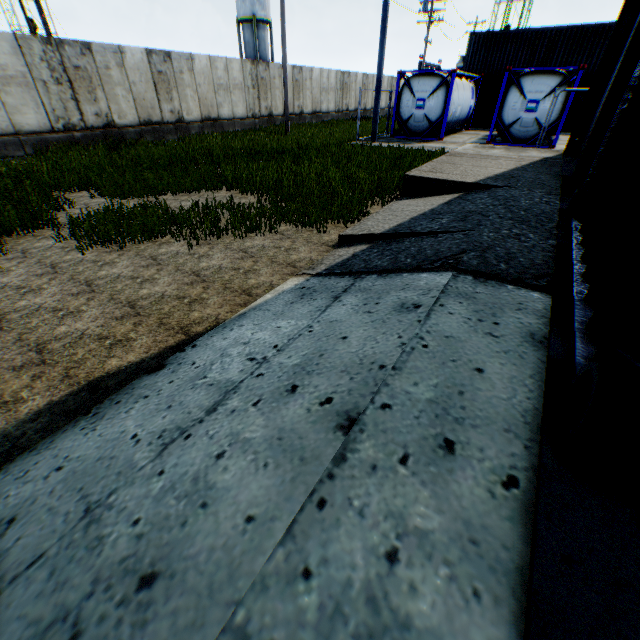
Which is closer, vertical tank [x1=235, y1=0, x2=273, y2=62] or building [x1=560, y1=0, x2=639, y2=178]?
building [x1=560, y1=0, x2=639, y2=178]

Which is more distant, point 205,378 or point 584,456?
point 205,378

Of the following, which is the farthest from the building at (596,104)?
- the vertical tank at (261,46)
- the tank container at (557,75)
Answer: the vertical tank at (261,46)

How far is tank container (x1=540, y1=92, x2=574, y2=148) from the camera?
13.9m

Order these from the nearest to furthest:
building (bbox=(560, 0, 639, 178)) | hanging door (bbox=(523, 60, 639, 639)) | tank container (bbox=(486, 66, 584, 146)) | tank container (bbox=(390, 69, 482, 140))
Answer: hanging door (bbox=(523, 60, 639, 639))
building (bbox=(560, 0, 639, 178))
tank container (bbox=(486, 66, 584, 146))
tank container (bbox=(390, 69, 482, 140))

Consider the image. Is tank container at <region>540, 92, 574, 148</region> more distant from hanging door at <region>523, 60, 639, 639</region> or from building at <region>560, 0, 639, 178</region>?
hanging door at <region>523, 60, 639, 639</region>

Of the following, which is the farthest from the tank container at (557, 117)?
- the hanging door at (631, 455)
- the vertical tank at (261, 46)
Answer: the vertical tank at (261, 46)
